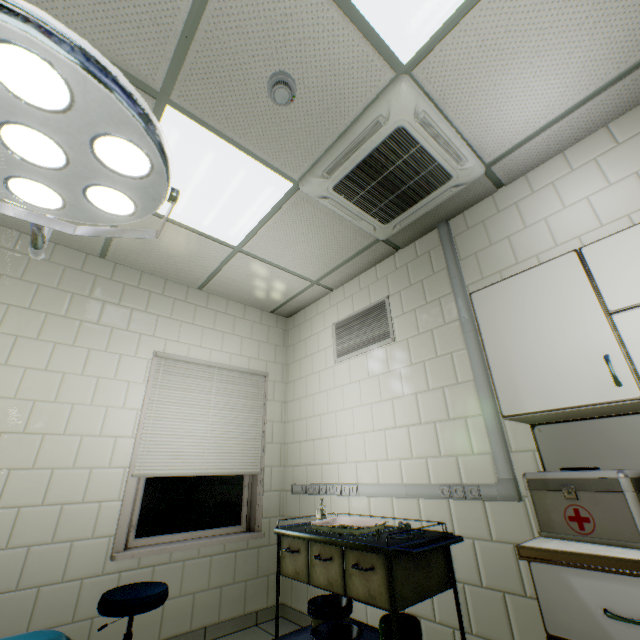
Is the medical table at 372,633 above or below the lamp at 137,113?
below

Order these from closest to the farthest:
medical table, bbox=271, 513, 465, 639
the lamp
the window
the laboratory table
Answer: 1. the lamp
2. the laboratory table
3. medical table, bbox=271, 513, 465, 639
4. the window

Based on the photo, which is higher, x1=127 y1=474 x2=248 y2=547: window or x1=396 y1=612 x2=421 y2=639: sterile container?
x1=127 y1=474 x2=248 y2=547: window

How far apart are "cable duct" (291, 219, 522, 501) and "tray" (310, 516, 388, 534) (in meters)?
0.30

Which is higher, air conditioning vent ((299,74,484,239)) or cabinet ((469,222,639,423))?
air conditioning vent ((299,74,484,239))

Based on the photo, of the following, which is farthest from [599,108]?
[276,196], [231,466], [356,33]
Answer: [231,466]

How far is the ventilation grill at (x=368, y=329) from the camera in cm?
313

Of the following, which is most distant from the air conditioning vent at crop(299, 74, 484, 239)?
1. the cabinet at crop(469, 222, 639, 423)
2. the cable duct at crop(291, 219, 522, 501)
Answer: the cabinet at crop(469, 222, 639, 423)
